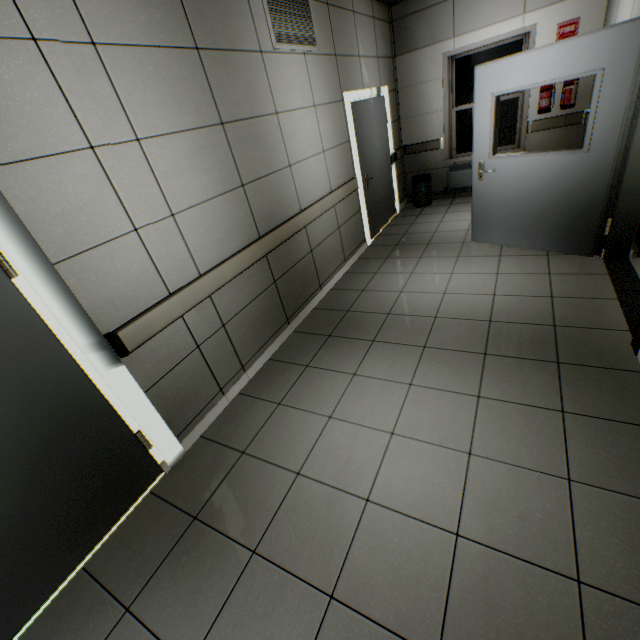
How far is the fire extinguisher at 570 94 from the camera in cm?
489

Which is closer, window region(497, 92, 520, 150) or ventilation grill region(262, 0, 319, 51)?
ventilation grill region(262, 0, 319, 51)

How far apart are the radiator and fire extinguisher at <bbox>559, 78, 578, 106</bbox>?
0.9 meters

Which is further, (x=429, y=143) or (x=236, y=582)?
(x=429, y=143)

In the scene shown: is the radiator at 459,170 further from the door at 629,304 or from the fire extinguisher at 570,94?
the door at 629,304

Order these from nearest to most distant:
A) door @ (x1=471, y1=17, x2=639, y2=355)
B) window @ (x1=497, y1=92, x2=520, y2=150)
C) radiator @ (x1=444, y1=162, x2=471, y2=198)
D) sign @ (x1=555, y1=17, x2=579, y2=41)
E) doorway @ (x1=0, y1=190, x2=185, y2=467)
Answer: doorway @ (x1=0, y1=190, x2=185, y2=467) < door @ (x1=471, y1=17, x2=639, y2=355) < sign @ (x1=555, y1=17, x2=579, y2=41) < window @ (x1=497, y1=92, x2=520, y2=150) < radiator @ (x1=444, y1=162, x2=471, y2=198)

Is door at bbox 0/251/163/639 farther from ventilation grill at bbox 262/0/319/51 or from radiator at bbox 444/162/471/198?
radiator at bbox 444/162/471/198

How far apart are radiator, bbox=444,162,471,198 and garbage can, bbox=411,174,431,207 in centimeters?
38cm
